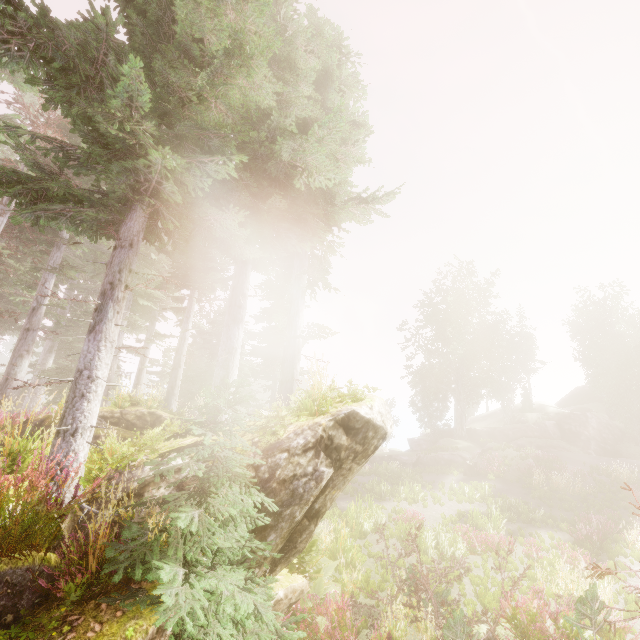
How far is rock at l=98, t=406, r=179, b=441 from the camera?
9.73m

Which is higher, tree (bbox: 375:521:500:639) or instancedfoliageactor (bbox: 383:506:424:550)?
tree (bbox: 375:521:500:639)

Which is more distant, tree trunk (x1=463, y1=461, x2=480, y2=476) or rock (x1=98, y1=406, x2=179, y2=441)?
tree trunk (x1=463, y1=461, x2=480, y2=476)

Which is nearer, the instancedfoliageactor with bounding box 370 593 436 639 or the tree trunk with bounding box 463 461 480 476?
the instancedfoliageactor with bounding box 370 593 436 639

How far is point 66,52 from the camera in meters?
4.3

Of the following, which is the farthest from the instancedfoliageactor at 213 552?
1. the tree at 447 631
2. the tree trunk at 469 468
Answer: the tree at 447 631

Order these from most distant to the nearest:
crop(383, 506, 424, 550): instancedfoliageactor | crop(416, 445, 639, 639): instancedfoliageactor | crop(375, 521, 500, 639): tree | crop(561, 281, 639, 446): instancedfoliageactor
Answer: crop(561, 281, 639, 446): instancedfoliageactor
crop(383, 506, 424, 550): instancedfoliageactor
crop(416, 445, 639, 639): instancedfoliageactor
crop(375, 521, 500, 639): tree

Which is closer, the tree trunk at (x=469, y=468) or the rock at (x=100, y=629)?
the rock at (x=100, y=629)
